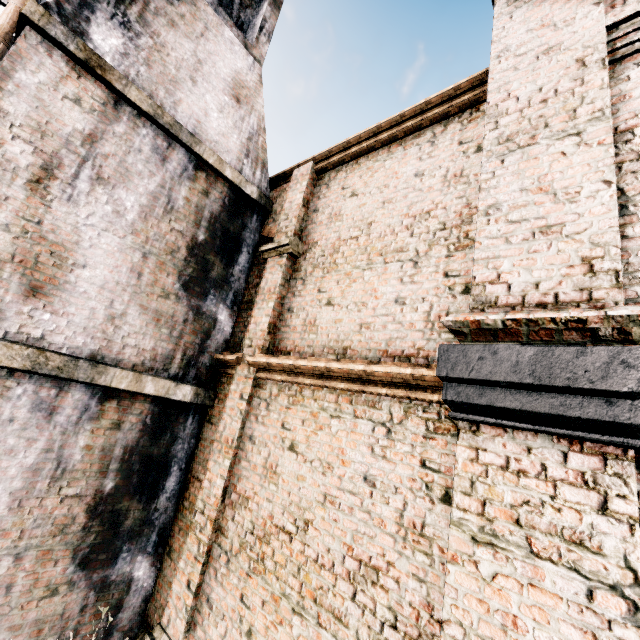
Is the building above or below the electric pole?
below

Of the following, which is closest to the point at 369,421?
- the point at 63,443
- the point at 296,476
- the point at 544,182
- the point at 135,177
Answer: the point at 296,476

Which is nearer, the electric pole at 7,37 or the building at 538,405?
the building at 538,405

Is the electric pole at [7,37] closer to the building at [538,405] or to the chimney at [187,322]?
the chimney at [187,322]

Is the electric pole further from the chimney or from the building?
the building

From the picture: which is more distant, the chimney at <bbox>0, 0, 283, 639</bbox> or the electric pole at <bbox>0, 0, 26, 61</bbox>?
the electric pole at <bbox>0, 0, 26, 61</bbox>

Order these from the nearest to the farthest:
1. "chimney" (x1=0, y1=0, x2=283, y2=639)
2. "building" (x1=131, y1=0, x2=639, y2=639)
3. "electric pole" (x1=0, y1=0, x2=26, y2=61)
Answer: "building" (x1=131, y1=0, x2=639, y2=639), "chimney" (x1=0, y1=0, x2=283, y2=639), "electric pole" (x1=0, y1=0, x2=26, y2=61)
